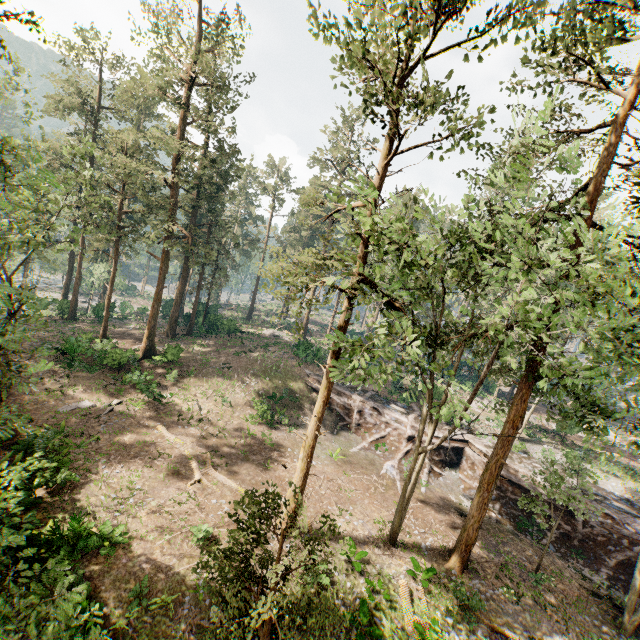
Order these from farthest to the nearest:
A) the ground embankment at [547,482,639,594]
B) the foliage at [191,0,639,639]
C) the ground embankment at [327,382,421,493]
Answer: the ground embankment at [327,382,421,493], the ground embankment at [547,482,639,594], the foliage at [191,0,639,639]

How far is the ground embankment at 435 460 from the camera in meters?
25.2

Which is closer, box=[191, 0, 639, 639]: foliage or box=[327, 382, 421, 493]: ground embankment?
box=[191, 0, 639, 639]: foliage

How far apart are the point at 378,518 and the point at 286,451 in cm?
774

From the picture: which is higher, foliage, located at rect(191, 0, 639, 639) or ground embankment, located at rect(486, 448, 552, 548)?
foliage, located at rect(191, 0, 639, 639)

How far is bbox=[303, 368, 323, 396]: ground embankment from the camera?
31.6m
